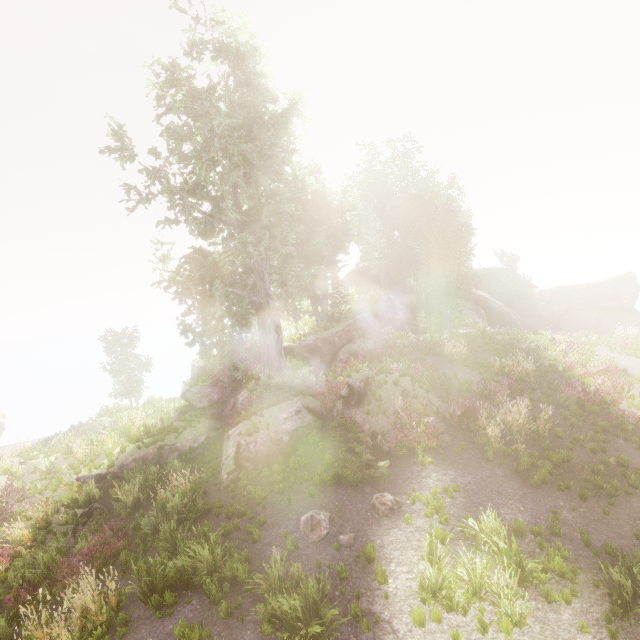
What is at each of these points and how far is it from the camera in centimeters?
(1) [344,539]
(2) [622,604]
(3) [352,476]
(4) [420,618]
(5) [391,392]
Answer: (1) instancedfoliageactor, 821cm
(2) instancedfoliageactor, 596cm
(3) instancedfoliageactor, 1005cm
(4) instancedfoliageactor, 616cm
(5) rock, 1325cm

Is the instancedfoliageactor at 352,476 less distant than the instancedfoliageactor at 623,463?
No

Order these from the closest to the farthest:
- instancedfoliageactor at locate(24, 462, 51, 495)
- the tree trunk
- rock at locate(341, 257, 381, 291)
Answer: the tree trunk → instancedfoliageactor at locate(24, 462, 51, 495) → rock at locate(341, 257, 381, 291)

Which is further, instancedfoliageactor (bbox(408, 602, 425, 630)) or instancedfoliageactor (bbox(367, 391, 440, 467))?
instancedfoliageactor (bbox(367, 391, 440, 467))

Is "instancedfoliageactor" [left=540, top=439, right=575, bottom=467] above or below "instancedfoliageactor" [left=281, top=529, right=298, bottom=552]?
above

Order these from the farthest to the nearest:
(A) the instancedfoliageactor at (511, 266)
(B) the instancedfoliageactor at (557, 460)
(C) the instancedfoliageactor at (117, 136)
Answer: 1. (A) the instancedfoliageactor at (511, 266)
2. (C) the instancedfoliageactor at (117, 136)
3. (B) the instancedfoliageactor at (557, 460)

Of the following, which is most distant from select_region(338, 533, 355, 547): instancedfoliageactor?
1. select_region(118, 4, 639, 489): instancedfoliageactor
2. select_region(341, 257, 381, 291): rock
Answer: select_region(341, 257, 381, 291): rock
